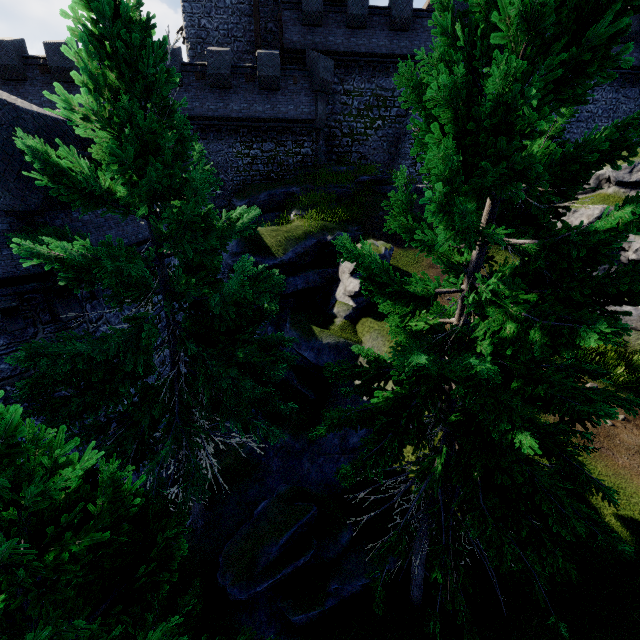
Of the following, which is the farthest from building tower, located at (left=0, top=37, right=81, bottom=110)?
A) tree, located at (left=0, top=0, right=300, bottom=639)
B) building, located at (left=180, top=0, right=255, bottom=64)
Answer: tree, located at (left=0, top=0, right=300, bottom=639)

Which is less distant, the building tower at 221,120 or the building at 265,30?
the building tower at 221,120

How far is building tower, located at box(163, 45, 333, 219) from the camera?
19.64m

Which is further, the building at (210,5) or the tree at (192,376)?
the building at (210,5)

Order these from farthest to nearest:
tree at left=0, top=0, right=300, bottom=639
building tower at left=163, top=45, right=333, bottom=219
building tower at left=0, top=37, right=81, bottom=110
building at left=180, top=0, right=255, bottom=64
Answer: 1. building at left=180, top=0, right=255, bottom=64
2. building tower at left=163, top=45, right=333, bottom=219
3. building tower at left=0, top=37, right=81, bottom=110
4. tree at left=0, top=0, right=300, bottom=639

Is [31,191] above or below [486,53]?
below
